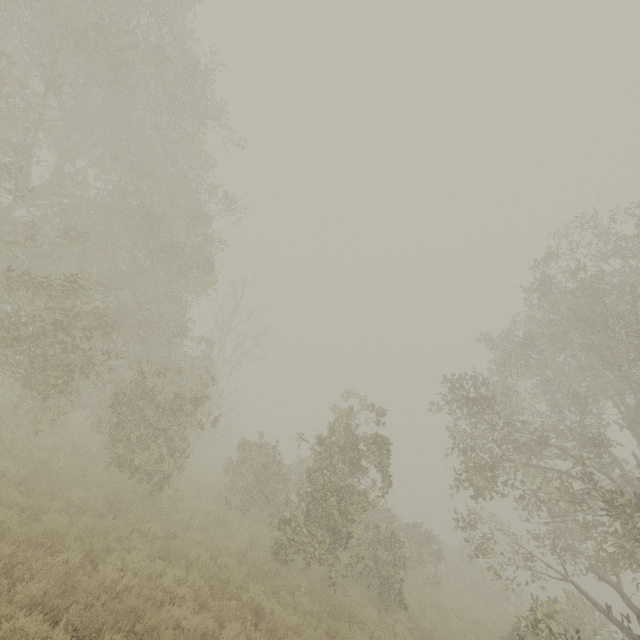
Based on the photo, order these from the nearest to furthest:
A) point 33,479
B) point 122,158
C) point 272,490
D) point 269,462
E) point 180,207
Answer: point 33,479
point 180,207
point 122,158
point 272,490
point 269,462
